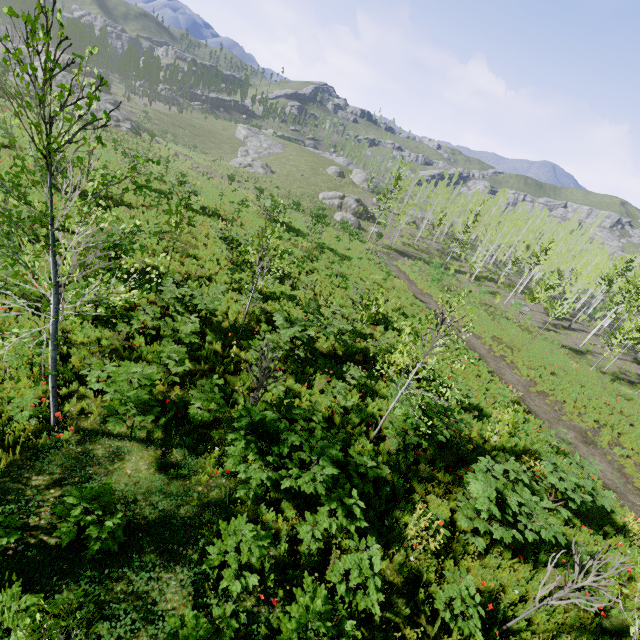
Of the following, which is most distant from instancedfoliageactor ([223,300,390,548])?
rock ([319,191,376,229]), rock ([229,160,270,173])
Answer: rock ([229,160,270,173])

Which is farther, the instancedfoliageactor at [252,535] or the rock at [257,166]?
the rock at [257,166]

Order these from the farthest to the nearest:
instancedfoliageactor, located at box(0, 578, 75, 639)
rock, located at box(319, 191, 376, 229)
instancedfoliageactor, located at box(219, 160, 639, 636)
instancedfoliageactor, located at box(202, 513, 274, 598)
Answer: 1. rock, located at box(319, 191, 376, 229)
2. instancedfoliageactor, located at box(219, 160, 639, 636)
3. instancedfoliageactor, located at box(202, 513, 274, 598)
4. instancedfoliageactor, located at box(0, 578, 75, 639)

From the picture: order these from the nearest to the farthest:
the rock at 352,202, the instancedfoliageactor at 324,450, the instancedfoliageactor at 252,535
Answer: the instancedfoliageactor at 252,535 < the instancedfoliageactor at 324,450 < the rock at 352,202

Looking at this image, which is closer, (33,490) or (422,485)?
(33,490)

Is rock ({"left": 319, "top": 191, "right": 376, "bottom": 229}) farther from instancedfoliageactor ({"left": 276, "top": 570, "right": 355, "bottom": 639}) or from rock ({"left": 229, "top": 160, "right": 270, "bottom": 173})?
instancedfoliageactor ({"left": 276, "top": 570, "right": 355, "bottom": 639})
